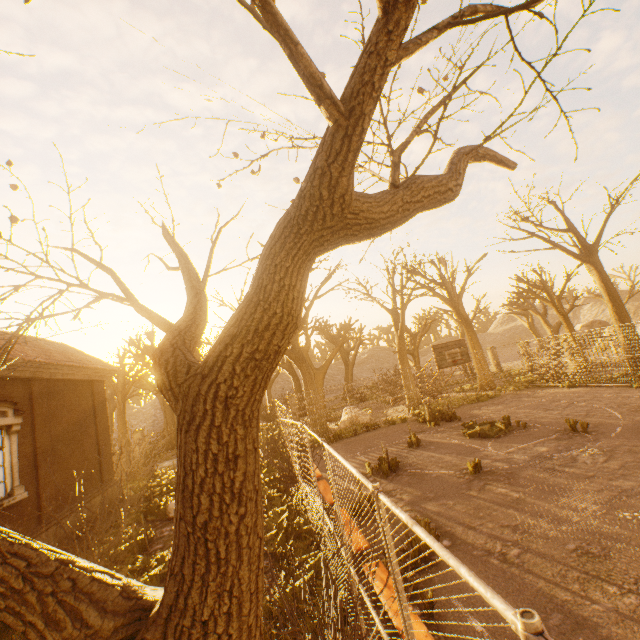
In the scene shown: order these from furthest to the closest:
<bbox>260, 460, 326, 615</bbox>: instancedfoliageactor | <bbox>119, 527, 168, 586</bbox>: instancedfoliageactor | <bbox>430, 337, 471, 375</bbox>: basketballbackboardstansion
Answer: <bbox>430, 337, 471, 375</bbox>: basketballbackboardstansion → <bbox>119, 527, 168, 586</bbox>: instancedfoliageactor → <bbox>260, 460, 326, 615</bbox>: instancedfoliageactor

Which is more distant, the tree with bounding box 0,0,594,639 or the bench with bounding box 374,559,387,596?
the bench with bounding box 374,559,387,596

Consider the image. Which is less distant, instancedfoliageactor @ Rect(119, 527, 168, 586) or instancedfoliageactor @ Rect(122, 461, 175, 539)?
instancedfoliageactor @ Rect(119, 527, 168, 586)

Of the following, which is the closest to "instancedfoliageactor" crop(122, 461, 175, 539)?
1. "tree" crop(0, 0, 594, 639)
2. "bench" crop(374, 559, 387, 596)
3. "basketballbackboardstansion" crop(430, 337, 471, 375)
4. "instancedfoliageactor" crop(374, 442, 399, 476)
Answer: "tree" crop(0, 0, 594, 639)

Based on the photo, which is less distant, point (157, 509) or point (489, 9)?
point (489, 9)

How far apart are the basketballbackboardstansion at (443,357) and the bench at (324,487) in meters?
7.1 m

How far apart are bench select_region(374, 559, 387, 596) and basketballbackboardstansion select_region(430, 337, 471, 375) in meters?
10.0

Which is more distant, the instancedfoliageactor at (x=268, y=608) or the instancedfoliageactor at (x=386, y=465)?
the instancedfoliageactor at (x=386, y=465)
